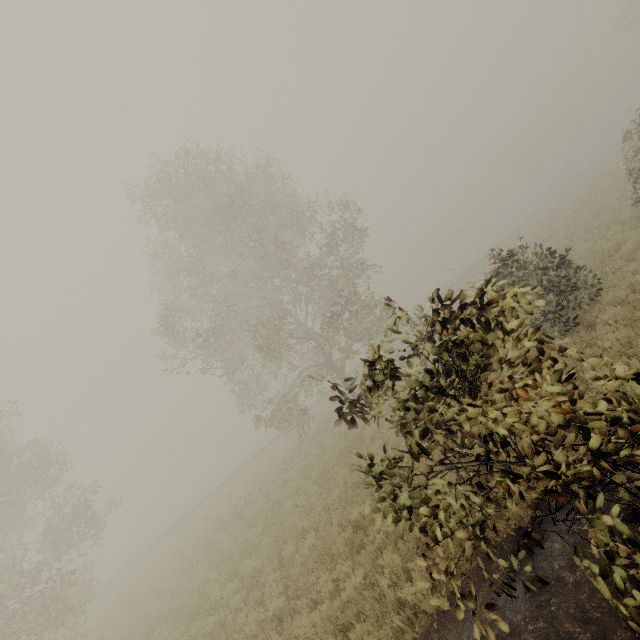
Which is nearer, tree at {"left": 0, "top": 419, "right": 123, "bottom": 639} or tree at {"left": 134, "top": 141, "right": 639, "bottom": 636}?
tree at {"left": 134, "top": 141, "right": 639, "bottom": 636}

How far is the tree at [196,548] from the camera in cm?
1363

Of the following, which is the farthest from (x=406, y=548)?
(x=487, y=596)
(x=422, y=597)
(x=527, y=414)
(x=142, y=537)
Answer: (x=142, y=537)

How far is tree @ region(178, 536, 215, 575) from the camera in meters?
13.6 m

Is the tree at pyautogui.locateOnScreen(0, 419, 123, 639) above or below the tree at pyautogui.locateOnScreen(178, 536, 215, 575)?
above

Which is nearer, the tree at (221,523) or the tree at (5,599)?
the tree at (5,599)
